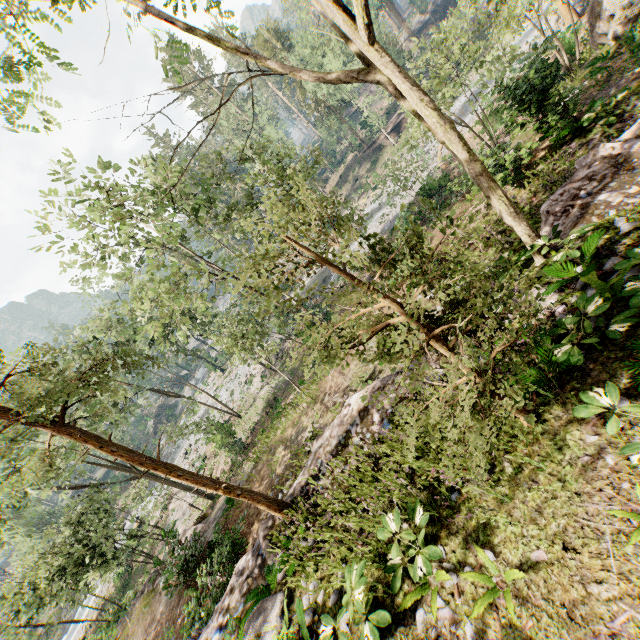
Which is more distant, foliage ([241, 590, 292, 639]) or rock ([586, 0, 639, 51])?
rock ([586, 0, 639, 51])

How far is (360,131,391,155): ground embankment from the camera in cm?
4838

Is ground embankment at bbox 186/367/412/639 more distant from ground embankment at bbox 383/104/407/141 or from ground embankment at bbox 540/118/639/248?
ground embankment at bbox 383/104/407/141

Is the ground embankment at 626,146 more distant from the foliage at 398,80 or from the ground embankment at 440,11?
the ground embankment at 440,11

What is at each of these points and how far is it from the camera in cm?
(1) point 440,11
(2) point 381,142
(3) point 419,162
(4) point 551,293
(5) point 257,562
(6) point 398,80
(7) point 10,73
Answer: (1) ground embankment, 5931
(2) ground embankment, 4875
(3) foliage, 3494
(4) ground embankment, 707
(5) ground embankment, 883
(6) foliage, 564
(7) foliage, 753

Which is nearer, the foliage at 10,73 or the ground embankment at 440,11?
the foliage at 10,73

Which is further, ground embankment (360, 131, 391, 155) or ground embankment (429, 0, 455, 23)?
ground embankment (429, 0, 455, 23)

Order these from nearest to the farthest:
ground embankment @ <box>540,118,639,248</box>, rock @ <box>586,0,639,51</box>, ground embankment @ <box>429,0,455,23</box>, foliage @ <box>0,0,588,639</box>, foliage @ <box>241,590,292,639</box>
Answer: foliage @ <box>0,0,588,639</box>, foliage @ <box>241,590,292,639</box>, ground embankment @ <box>540,118,639,248</box>, rock @ <box>586,0,639,51</box>, ground embankment @ <box>429,0,455,23</box>
